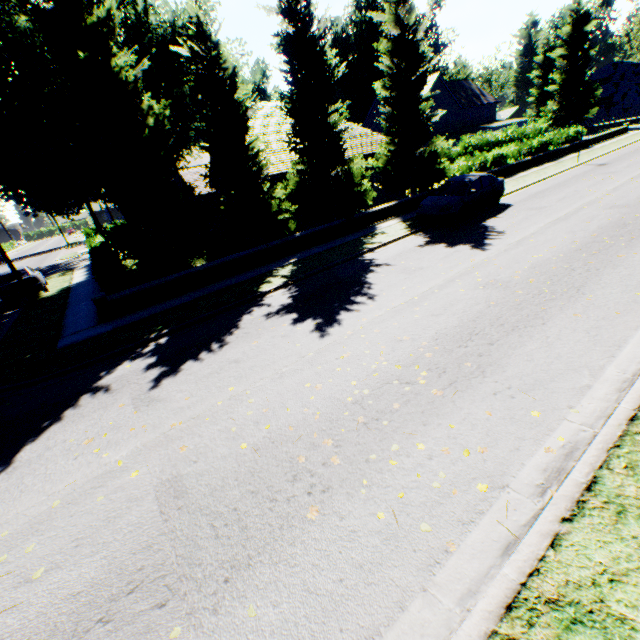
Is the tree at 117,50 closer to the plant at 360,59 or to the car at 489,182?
the plant at 360,59

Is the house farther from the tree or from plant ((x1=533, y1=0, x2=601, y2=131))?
the tree

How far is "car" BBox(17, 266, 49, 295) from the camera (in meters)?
16.91

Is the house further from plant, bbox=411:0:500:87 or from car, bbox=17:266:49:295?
car, bbox=17:266:49:295

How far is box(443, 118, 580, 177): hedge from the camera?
22.02m

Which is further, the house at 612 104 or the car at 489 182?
the house at 612 104

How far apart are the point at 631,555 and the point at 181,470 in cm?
484

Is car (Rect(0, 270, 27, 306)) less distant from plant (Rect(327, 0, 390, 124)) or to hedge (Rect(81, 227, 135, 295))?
hedge (Rect(81, 227, 135, 295))
